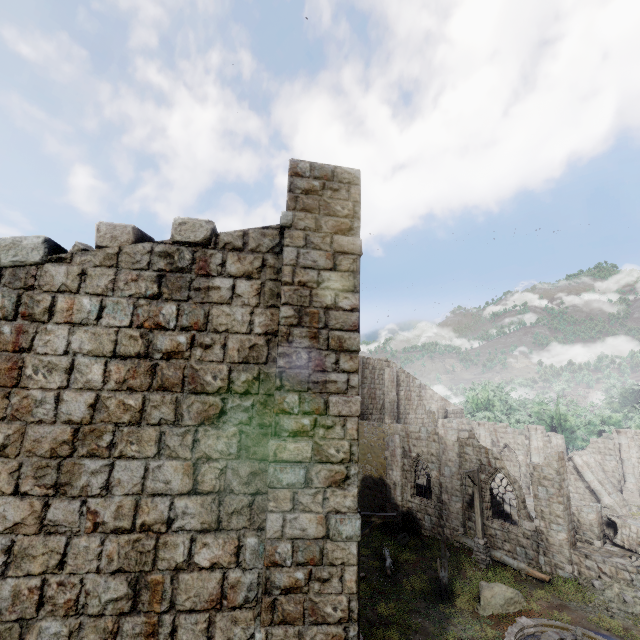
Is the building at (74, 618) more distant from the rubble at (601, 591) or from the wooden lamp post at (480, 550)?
the wooden lamp post at (480, 550)

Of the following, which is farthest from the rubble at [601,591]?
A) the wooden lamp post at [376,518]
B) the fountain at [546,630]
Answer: the wooden lamp post at [376,518]

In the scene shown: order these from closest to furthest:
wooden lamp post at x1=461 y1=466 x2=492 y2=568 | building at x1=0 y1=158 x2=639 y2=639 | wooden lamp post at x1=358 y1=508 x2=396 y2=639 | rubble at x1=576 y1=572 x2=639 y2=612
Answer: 1. building at x1=0 y1=158 x2=639 y2=639
2. wooden lamp post at x1=358 y1=508 x2=396 y2=639
3. rubble at x1=576 y1=572 x2=639 y2=612
4. wooden lamp post at x1=461 y1=466 x2=492 y2=568

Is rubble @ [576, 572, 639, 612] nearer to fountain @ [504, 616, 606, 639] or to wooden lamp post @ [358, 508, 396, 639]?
fountain @ [504, 616, 606, 639]

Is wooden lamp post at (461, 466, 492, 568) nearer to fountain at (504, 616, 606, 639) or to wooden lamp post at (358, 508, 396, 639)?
fountain at (504, 616, 606, 639)

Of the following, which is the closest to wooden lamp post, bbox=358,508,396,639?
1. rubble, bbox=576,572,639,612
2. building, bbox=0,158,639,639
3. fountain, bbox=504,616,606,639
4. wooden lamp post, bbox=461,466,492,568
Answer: building, bbox=0,158,639,639

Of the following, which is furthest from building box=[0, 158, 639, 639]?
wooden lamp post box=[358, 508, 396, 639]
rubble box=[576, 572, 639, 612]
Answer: wooden lamp post box=[358, 508, 396, 639]

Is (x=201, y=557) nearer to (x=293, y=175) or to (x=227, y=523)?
(x=227, y=523)
